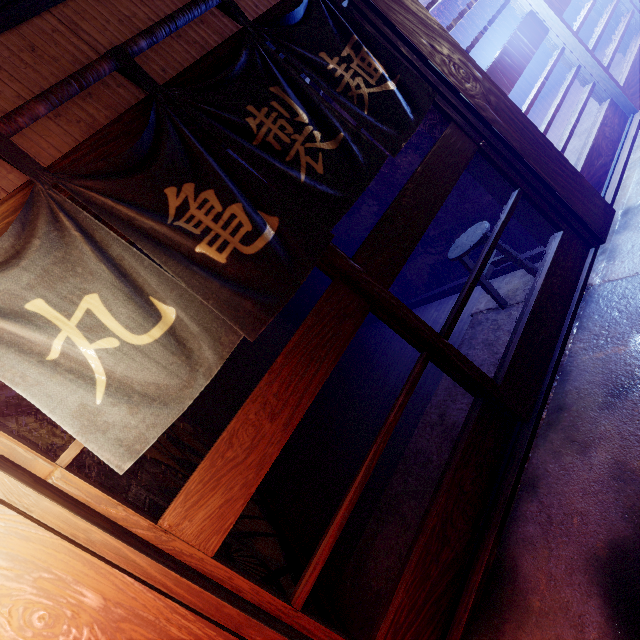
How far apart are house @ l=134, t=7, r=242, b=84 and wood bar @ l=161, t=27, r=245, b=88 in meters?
0.0 m

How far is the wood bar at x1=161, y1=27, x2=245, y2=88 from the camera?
2.96m

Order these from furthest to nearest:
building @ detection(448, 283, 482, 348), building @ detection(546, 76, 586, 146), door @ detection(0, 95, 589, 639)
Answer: building @ detection(546, 76, 586, 146) < building @ detection(448, 283, 482, 348) < door @ detection(0, 95, 589, 639)

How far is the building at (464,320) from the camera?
6.7 meters

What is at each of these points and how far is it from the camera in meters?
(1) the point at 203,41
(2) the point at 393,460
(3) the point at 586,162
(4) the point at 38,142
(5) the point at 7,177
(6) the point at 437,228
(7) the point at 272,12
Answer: (1) house, 3.8
(2) building, 5.8
(3) door, 5.8
(4) house, 3.0
(5) house, 2.9
(6) building, 7.0
(7) wood bar, 3.5

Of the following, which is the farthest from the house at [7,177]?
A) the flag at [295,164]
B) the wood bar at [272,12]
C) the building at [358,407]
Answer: the building at [358,407]
